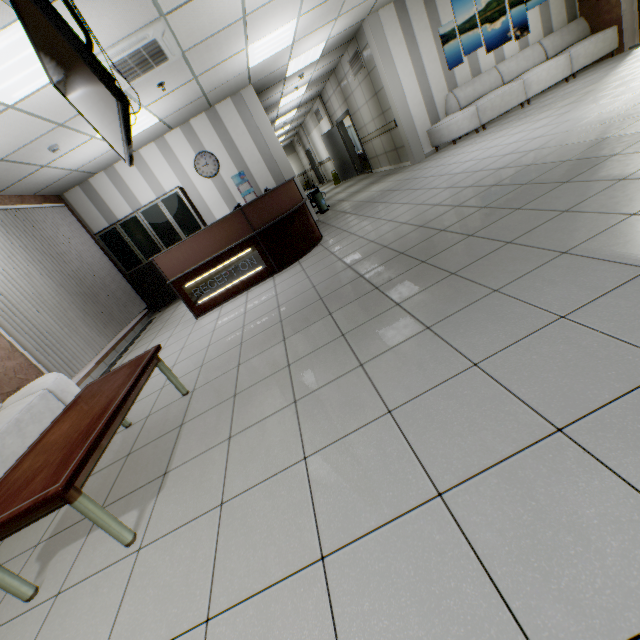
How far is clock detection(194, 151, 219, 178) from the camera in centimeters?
750cm

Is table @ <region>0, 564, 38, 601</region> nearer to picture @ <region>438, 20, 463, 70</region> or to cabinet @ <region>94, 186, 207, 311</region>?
cabinet @ <region>94, 186, 207, 311</region>

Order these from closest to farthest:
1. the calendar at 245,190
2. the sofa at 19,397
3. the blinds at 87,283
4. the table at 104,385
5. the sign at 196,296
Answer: the table at 104,385 < the sofa at 19,397 < the blinds at 87,283 < the sign at 196,296 < the calendar at 245,190

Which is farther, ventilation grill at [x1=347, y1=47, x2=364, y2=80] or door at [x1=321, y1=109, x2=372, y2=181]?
door at [x1=321, y1=109, x2=372, y2=181]

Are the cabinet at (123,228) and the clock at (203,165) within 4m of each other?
yes

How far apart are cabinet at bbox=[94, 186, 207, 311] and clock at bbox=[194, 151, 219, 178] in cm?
50

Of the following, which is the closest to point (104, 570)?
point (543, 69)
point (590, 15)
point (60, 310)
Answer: point (60, 310)

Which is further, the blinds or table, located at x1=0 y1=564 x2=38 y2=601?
the blinds
